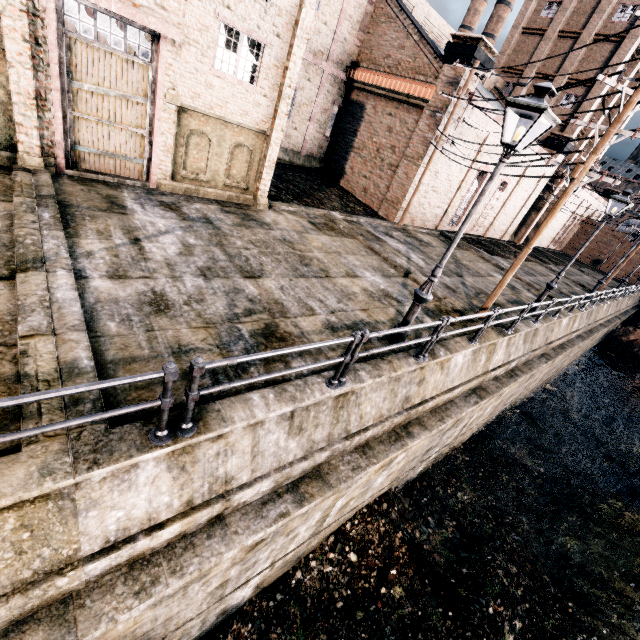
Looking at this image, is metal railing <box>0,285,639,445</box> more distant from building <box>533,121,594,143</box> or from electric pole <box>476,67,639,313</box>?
building <box>533,121,594,143</box>

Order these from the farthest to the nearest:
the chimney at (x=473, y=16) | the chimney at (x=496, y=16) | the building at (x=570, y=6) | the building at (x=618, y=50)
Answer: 1. the chimney at (x=496, y=16)
2. the chimney at (x=473, y=16)
3. the building at (x=618, y=50)
4. the building at (x=570, y=6)

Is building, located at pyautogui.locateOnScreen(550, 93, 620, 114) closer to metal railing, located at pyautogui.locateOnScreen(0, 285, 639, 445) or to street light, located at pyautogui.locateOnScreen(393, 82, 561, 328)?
metal railing, located at pyautogui.locateOnScreen(0, 285, 639, 445)

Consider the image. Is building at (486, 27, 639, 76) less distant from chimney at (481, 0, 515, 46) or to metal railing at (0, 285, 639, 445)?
metal railing at (0, 285, 639, 445)

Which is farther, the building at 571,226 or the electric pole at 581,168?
the building at 571,226

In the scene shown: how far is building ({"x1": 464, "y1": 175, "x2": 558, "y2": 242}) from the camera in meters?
28.4 m

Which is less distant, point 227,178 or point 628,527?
point 227,178

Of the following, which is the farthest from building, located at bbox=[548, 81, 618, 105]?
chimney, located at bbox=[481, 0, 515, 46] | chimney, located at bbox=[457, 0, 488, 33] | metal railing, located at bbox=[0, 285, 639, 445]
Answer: chimney, located at bbox=[481, 0, 515, 46]
